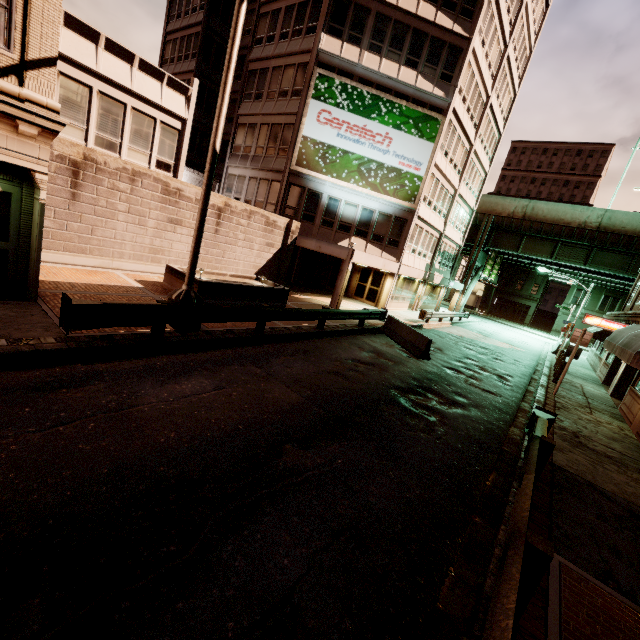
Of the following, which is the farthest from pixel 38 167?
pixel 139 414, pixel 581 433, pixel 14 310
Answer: pixel 581 433

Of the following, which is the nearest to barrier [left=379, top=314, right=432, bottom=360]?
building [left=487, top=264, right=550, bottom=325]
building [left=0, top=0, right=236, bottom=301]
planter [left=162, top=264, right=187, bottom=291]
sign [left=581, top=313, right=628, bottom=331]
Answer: building [left=0, top=0, right=236, bottom=301]

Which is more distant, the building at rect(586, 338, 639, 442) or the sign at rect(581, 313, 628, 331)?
the sign at rect(581, 313, 628, 331)

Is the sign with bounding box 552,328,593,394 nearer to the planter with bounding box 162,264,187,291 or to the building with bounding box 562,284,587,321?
the planter with bounding box 162,264,187,291

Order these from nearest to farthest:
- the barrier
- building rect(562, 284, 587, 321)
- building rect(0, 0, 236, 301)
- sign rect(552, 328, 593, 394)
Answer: building rect(0, 0, 236, 301)
sign rect(552, 328, 593, 394)
the barrier
building rect(562, 284, 587, 321)

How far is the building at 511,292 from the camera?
55.0m

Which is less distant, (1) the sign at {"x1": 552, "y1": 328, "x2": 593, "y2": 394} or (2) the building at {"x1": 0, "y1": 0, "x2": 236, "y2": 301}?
(2) the building at {"x1": 0, "y1": 0, "x2": 236, "y2": 301}

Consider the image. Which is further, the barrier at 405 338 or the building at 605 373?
the barrier at 405 338
